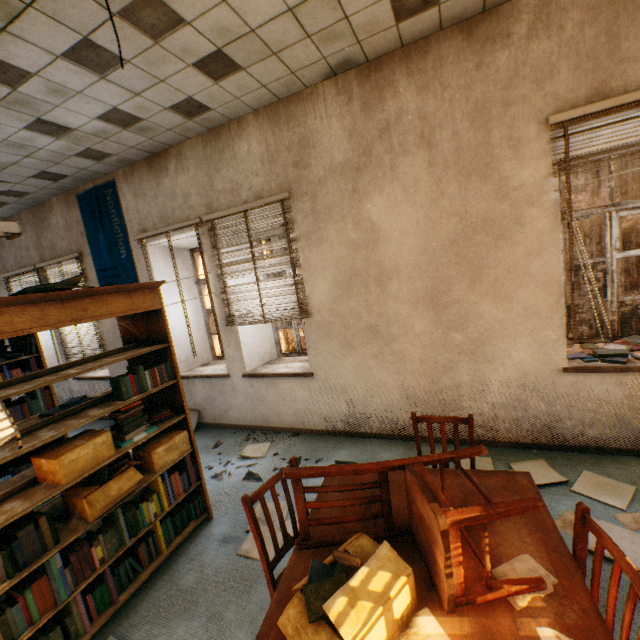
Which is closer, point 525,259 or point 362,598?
point 362,598

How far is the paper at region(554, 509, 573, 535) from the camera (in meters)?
2.29

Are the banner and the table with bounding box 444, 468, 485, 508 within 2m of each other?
no

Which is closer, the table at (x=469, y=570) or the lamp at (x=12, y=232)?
the table at (x=469, y=570)

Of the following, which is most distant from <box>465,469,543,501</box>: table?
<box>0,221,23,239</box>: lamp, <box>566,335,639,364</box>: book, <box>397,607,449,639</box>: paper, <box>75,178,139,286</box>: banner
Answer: <box>75,178,139,286</box>: banner

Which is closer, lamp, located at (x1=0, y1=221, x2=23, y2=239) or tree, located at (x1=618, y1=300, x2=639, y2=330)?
lamp, located at (x1=0, y1=221, x2=23, y2=239)

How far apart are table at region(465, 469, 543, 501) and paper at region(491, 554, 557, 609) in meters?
0.0 m

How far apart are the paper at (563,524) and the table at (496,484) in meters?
1.0
